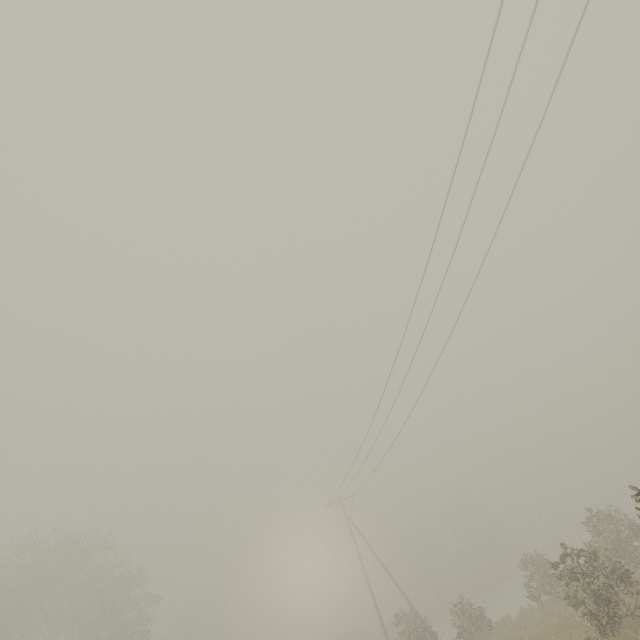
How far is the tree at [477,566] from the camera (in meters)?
57.62

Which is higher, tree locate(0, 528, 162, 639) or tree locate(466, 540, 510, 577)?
tree locate(0, 528, 162, 639)

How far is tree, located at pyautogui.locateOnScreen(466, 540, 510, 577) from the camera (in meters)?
57.62

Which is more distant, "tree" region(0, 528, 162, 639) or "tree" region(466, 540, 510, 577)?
"tree" region(466, 540, 510, 577)

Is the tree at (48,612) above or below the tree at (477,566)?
above

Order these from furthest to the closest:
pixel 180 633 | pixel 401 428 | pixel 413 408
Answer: pixel 180 633 → pixel 401 428 → pixel 413 408
